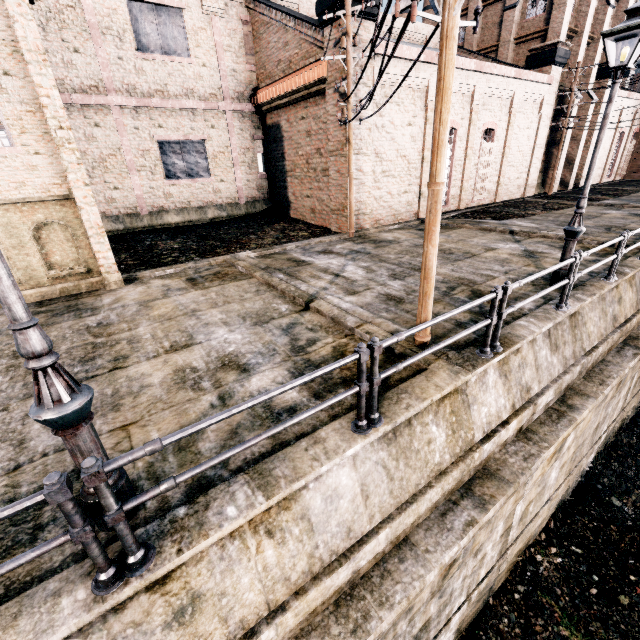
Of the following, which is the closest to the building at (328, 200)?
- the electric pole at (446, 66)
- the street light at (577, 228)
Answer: the electric pole at (446, 66)

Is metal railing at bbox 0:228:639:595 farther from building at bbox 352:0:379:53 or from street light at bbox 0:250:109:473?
building at bbox 352:0:379:53

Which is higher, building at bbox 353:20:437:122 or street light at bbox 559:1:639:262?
building at bbox 353:20:437:122

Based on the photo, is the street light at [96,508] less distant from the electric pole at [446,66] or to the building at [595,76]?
the electric pole at [446,66]

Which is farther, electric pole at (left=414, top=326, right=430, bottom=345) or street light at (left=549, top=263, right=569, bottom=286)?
street light at (left=549, top=263, right=569, bottom=286)

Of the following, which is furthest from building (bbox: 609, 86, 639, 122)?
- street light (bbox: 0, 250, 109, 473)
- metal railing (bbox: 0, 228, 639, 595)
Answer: street light (bbox: 0, 250, 109, 473)

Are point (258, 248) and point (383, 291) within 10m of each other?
yes

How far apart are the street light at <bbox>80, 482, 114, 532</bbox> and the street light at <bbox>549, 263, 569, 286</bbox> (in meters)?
9.95
